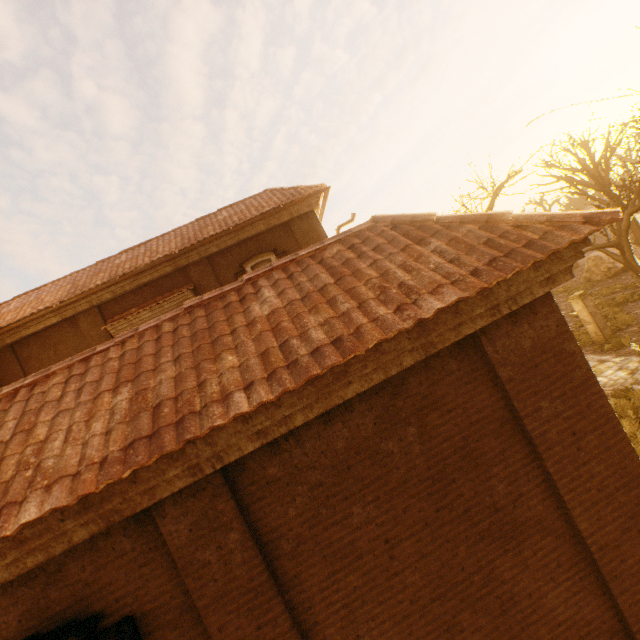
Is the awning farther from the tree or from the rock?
the rock

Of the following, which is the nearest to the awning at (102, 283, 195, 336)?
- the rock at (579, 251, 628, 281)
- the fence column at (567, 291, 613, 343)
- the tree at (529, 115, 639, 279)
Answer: the tree at (529, 115, 639, 279)

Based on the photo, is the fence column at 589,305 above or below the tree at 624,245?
below

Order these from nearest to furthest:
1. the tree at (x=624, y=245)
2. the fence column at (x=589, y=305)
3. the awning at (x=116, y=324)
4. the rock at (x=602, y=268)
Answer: the awning at (x=116, y=324) → the fence column at (x=589, y=305) → the tree at (x=624, y=245) → the rock at (x=602, y=268)

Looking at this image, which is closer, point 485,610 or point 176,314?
point 485,610

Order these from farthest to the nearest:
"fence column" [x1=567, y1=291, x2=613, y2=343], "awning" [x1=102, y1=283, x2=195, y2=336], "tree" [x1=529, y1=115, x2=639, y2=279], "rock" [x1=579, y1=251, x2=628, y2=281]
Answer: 1. "rock" [x1=579, y1=251, x2=628, y2=281]
2. "tree" [x1=529, y1=115, x2=639, y2=279]
3. "fence column" [x1=567, y1=291, x2=613, y2=343]
4. "awning" [x1=102, y1=283, x2=195, y2=336]

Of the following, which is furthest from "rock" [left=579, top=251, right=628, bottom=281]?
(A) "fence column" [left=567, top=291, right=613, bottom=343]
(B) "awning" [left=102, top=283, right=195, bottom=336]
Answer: (B) "awning" [left=102, top=283, right=195, bottom=336]

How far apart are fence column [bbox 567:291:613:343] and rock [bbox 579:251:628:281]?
14.0m
